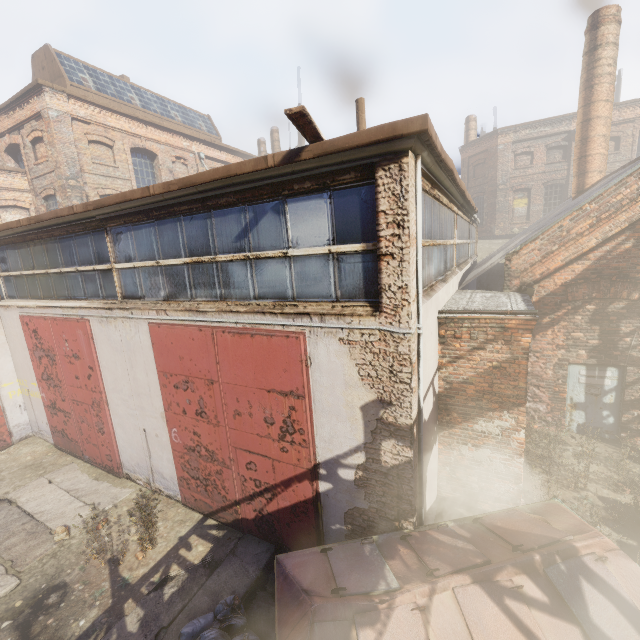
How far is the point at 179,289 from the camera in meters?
6.2 m

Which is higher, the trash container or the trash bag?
the trash container

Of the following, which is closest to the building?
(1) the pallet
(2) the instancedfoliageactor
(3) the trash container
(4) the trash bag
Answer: (2) the instancedfoliageactor

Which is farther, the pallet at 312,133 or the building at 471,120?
the building at 471,120

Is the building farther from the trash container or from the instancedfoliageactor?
the trash container

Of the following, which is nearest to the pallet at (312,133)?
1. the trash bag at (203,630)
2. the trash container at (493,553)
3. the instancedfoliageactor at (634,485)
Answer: the trash container at (493,553)

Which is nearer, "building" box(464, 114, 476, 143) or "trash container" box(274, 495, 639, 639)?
"trash container" box(274, 495, 639, 639)

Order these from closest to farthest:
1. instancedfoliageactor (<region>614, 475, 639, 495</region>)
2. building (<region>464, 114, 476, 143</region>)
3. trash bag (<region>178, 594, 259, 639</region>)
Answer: trash bag (<region>178, 594, 259, 639</region>), instancedfoliageactor (<region>614, 475, 639, 495</region>), building (<region>464, 114, 476, 143</region>)
